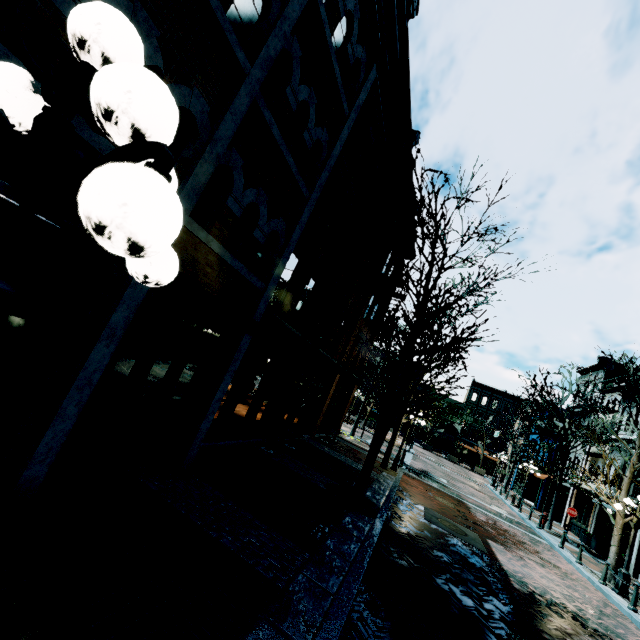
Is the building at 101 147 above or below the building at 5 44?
below

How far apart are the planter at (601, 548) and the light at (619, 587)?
9.2 meters

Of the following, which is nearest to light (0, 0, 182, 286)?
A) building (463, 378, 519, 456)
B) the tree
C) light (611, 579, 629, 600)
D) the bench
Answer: the bench

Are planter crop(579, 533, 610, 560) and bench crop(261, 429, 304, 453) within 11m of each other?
no

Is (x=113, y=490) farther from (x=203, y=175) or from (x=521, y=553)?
(x=521, y=553)

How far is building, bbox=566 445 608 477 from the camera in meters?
23.7 m

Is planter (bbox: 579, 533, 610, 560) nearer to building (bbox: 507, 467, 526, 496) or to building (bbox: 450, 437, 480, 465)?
building (bbox: 507, 467, 526, 496)

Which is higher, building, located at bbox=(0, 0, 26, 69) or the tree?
building, located at bbox=(0, 0, 26, 69)
